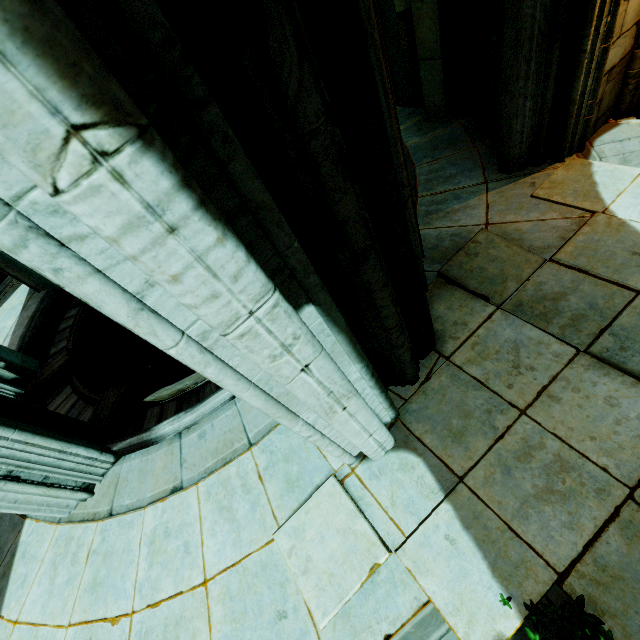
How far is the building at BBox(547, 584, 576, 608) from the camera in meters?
2.1 m

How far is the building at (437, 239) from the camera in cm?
376

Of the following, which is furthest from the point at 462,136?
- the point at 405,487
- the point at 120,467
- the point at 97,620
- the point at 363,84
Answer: the point at 97,620

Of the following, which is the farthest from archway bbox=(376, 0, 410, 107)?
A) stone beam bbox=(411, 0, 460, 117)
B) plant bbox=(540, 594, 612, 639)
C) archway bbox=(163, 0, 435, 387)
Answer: plant bbox=(540, 594, 612, 639)

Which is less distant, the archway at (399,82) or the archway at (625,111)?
the archway at (625,111)

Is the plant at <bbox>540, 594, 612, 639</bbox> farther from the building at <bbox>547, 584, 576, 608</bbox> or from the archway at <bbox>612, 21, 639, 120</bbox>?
the archway at <bbox>612, 21, 639, 120</bbox>

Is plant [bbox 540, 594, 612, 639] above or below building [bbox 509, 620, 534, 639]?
above

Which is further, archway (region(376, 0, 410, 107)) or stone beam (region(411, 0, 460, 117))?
archway (region(376, 0, 410, 107))
